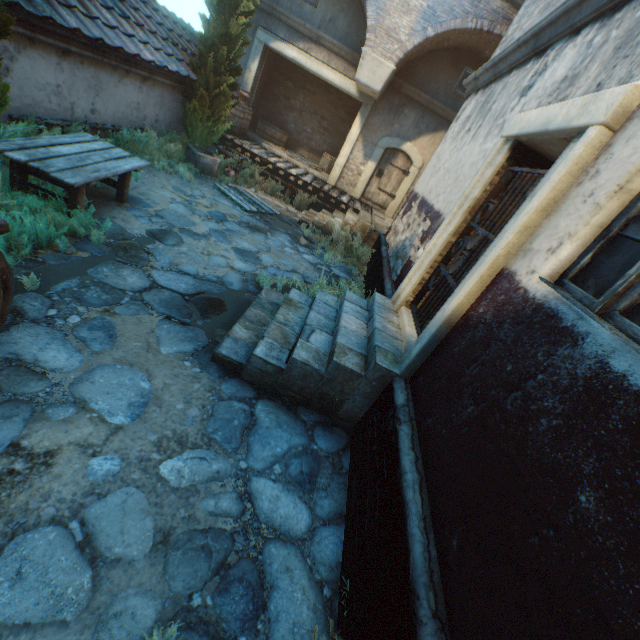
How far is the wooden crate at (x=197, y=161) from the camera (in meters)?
9.04

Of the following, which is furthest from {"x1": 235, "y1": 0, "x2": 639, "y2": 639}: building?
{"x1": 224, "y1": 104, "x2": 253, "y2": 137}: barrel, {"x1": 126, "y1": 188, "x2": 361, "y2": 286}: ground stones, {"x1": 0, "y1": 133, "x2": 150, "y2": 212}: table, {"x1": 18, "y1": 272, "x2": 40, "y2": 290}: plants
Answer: {"x1": 224, "y1": 104, "x2": 253, "y2": 137}: barrel

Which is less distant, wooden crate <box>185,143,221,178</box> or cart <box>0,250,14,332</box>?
cart <box>0,250,14,332</box>

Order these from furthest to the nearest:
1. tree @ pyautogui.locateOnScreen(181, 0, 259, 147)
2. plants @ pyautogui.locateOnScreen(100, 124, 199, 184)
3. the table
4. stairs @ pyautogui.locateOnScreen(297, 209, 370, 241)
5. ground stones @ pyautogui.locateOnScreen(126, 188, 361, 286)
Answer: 1. stairs @ pyautogui.locateOnScreen(297, 209, 370, 241)
2. tree @ pyautogui.locateOnScreen(181, 0, 259, 147)
3. plants @ pyautogui.locateOnScreen(100, 124, 199, 184)
4. ground stones @ pyautogui.locateOnScreen(126, 188, 361, 286)
5. the table

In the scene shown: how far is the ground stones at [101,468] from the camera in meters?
2.3

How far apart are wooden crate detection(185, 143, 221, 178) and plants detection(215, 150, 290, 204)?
0.8 meters

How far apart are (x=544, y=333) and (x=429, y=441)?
1.2 meters

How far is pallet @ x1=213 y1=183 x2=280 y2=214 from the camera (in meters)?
8.60
